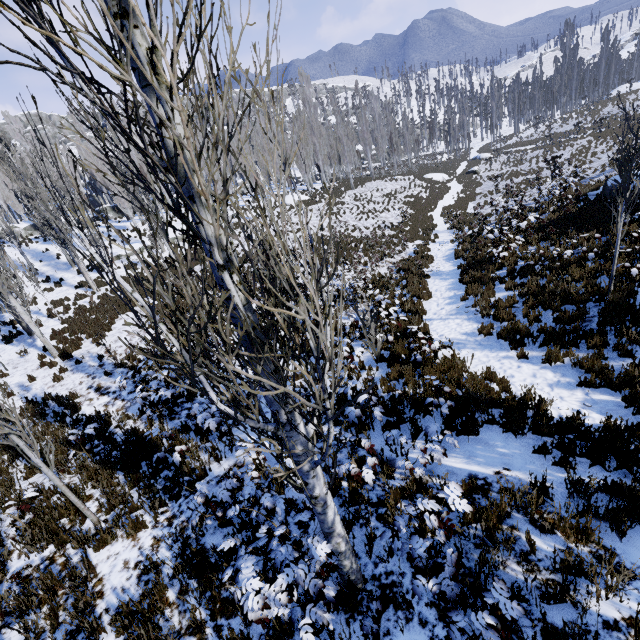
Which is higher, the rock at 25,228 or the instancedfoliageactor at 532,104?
the rock at 25,228

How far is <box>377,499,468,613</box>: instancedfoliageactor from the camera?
3.0 meters

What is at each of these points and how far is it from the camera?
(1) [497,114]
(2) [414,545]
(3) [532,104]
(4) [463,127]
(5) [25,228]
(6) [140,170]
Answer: (1) instancedfoliageactor, 59.78m
(2) instancedfoliageactor, 3.11m
(3) instancedfoliageactor, 58.25m
(4) instancedfoliageactor, 59.94m
(5) rock, 36.03m
(6) instancedfoliageactor, 31.62m

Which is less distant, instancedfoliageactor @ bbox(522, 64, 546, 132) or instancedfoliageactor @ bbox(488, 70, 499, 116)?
instancedfoliageactor @ bbox(522, 64, 546, 132)

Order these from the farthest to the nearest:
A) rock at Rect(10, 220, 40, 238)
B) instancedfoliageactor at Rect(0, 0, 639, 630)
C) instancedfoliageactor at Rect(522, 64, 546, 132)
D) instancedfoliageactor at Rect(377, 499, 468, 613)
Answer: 1. instancedfoliageactor at Rect(522, 64, 546, 132)
2. rock at Rect(10, 220, 40, 238)
3. instancedfoliageactor at Rect(377, 499, 468, 613)
4. instancedfoliageactor at Rect(0, 0, 639, 630)

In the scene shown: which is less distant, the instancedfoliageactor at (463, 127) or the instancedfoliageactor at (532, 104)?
the instancedfoliageactor at (532, 104)
